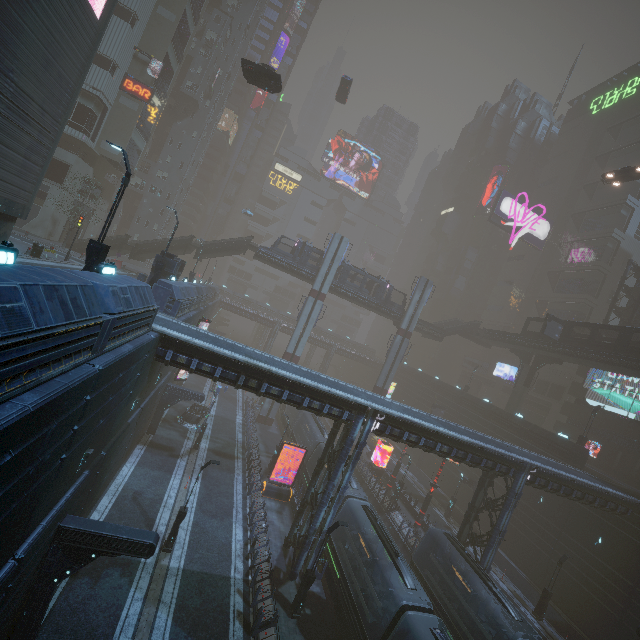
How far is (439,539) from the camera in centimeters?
2400cm

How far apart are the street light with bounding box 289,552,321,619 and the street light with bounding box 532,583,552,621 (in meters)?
21.61

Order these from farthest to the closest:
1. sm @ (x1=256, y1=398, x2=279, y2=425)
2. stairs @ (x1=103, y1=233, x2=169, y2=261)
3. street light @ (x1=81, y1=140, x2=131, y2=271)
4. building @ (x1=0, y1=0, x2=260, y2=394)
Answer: sm @ (x1=256, y1=398, x2=279, y2=425) → stairs @ (x1=103, y1=233, x2=169, y2=261) → street light @ (x1=81, y1=140, x2=131, y2=271) → building @ (x1=0, y1=0, x2=260, y2=394)

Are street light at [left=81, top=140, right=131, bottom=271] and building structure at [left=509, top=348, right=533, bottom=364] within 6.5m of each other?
no

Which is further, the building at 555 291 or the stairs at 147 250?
the building at 555 291

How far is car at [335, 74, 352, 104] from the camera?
45.2 meters

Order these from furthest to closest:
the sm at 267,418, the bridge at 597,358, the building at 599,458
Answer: the sm at 267,418
the building at 599,458
the bridge at 597,358

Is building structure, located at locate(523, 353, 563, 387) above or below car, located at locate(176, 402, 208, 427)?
above
